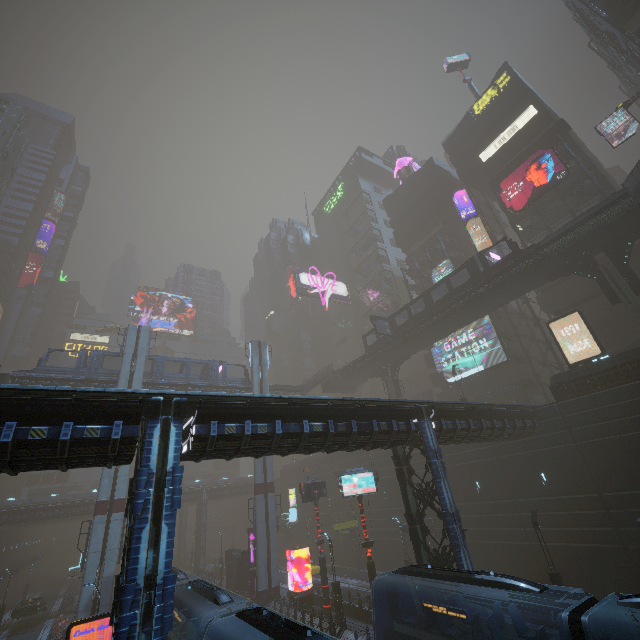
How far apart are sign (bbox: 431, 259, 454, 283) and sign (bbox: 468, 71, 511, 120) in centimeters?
2098cm

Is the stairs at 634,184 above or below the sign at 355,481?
above

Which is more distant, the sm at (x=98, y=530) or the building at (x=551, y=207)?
the building at (x=551, y=207)

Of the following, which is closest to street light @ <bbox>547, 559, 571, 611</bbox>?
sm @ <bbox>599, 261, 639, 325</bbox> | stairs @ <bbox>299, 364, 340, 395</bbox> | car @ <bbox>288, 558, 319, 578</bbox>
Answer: sm @ <bbox>599, 261, 639, 325</bbox>

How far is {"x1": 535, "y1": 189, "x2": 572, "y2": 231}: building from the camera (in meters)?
36.12

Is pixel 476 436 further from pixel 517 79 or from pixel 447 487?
pixel 517 79

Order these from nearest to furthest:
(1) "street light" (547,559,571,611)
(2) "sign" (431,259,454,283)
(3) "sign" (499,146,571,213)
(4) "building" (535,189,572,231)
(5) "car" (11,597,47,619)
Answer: (1) "street light" (547,559,571,611) < (5) "car" (11,597,47,619) < (3) "sign" (499,146,571,213) < (4) "building" (535,189,572,231) < (2) "sign" (431,259,454,283)

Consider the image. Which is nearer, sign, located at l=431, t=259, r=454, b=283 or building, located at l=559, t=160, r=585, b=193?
building, located at l=559, t=160, r=585, b=193
